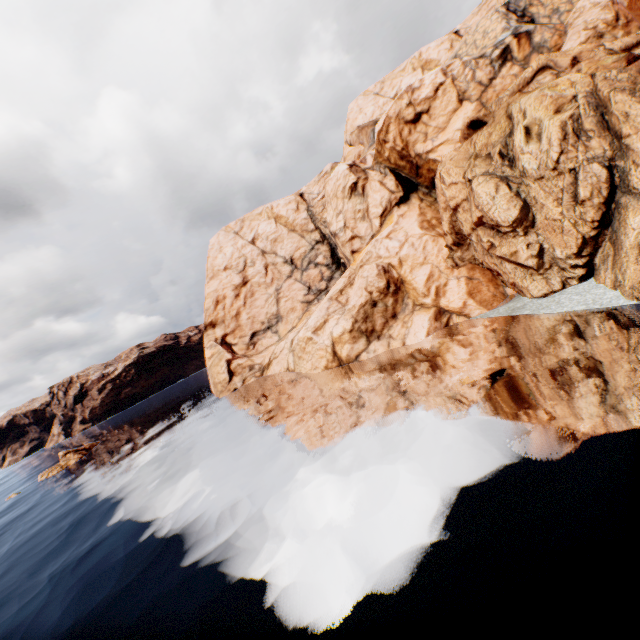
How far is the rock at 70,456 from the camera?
49.6m

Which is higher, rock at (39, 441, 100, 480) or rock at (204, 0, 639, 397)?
rock at (204, 0, 639, 397)

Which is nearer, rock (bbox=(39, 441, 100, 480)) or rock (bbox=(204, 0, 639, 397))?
rock (bbox=(204, 0, 639, 397))

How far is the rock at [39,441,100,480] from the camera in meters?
49.6 m

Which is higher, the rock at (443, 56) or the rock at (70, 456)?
the rock at (443, 56)

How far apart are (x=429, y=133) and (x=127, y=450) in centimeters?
5530cm
